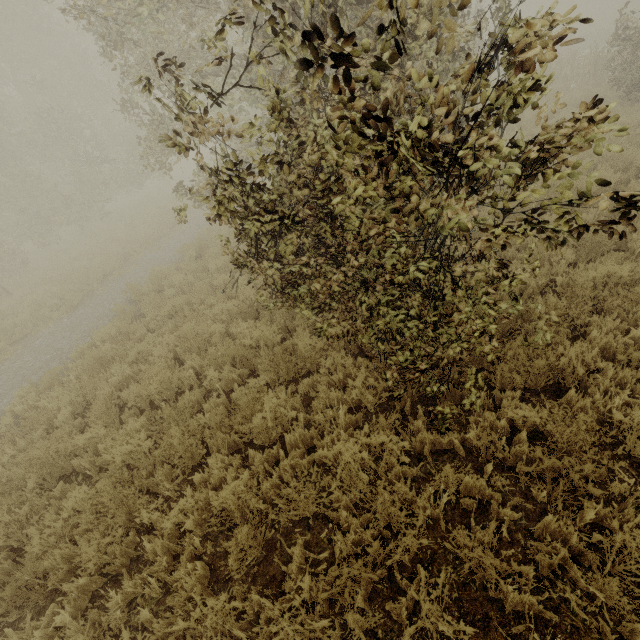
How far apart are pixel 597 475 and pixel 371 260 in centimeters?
282cm
